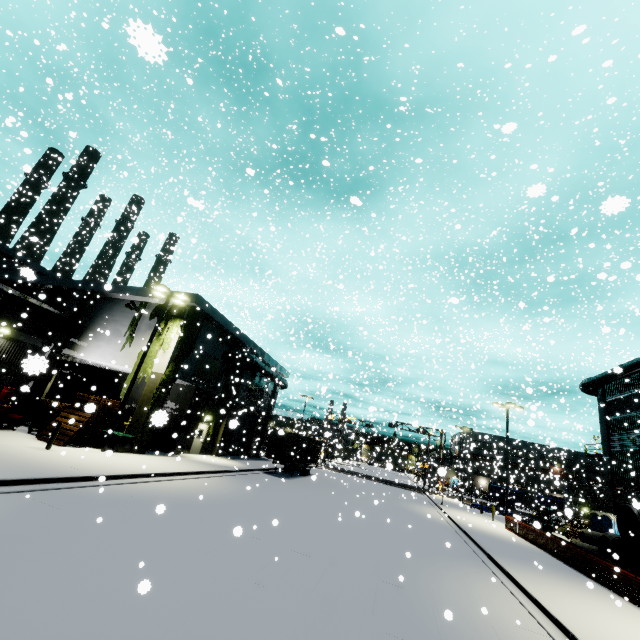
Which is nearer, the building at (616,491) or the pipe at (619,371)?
the pipe at (619,371)

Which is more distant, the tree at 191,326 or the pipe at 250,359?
the pipe at 250,359

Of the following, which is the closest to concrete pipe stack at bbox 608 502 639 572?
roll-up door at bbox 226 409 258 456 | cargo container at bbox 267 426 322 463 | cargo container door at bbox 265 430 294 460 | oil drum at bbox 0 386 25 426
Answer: cargo container at bbox 267 426 322 463

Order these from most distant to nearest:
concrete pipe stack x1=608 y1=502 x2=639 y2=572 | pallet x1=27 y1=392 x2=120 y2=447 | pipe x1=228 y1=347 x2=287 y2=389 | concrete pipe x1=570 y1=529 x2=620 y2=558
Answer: pipe x1=228 y1=347 x2=287 y2=389
concrete pipe x1=570 y1=529 x2=620 y2=558
pallet x1=27 y1=392 x2=120 y2=447
concrete pipe stack x1=608 y1=502 x2=639 y2=572

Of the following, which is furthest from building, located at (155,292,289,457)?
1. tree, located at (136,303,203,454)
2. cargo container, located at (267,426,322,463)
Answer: cargo container, located at (267,426,322,463)

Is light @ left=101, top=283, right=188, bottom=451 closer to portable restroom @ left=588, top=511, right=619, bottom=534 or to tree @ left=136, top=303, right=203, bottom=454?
tree @ left=136, top=303, right=203, bottom=454

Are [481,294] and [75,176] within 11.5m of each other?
no

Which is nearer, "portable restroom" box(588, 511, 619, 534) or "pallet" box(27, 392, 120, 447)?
"pallet" box(27, 392, 120, 447)
